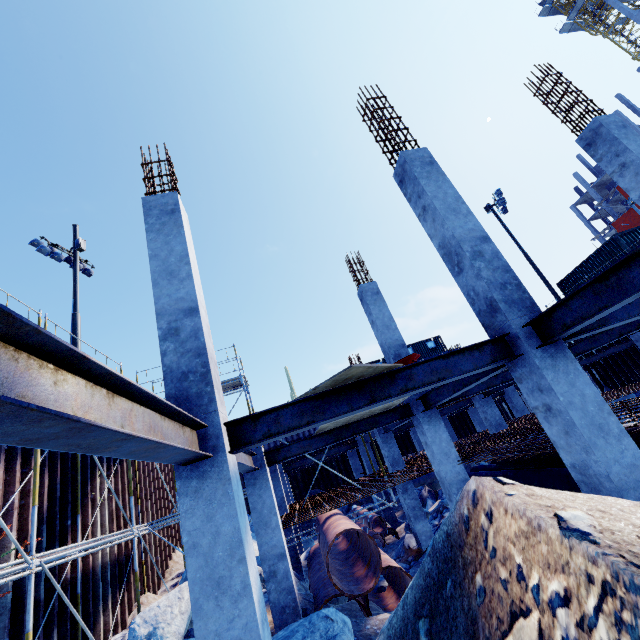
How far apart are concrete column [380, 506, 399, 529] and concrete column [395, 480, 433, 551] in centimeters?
434cm

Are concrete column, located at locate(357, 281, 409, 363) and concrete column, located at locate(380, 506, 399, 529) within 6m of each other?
no

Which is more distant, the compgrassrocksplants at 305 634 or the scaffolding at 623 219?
the scaffolding at 623 219

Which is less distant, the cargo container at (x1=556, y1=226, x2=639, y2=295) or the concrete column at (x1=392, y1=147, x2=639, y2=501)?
the concrete column at (x1=392, y1=147, x2=639, y2=501)

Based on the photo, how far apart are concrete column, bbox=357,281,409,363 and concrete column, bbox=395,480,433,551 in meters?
4.4 m

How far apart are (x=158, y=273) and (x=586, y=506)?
5.28m

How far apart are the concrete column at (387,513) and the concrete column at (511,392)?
9.3 meters

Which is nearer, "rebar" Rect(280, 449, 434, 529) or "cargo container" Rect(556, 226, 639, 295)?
"rebar" Rect(280, 449, 434, 529)
